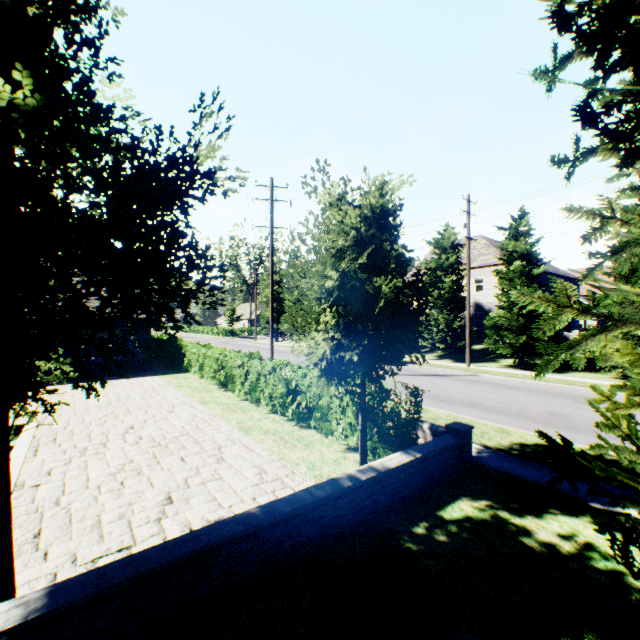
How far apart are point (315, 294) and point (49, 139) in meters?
4.6 m

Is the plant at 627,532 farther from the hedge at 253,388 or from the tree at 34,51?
the hedge at 253,388

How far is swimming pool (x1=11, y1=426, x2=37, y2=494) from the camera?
6.7m

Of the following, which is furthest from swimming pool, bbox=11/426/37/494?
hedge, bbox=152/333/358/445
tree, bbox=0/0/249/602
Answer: hedge, bbox=152/333/358/445

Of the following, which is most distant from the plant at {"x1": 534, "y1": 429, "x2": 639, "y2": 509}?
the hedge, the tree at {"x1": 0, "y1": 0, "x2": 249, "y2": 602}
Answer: the hedge

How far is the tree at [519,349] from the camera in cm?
2070

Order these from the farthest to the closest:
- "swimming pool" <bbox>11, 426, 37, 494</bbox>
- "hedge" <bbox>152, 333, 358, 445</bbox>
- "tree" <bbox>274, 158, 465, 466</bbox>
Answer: "hedge" <bbox>152, 333, 358, 445</bbox> < "swimming pool" <bbox>11, 426, 37, 494</bbox> < "tree" <bbox>274, 158, 465, 466</bbox>
